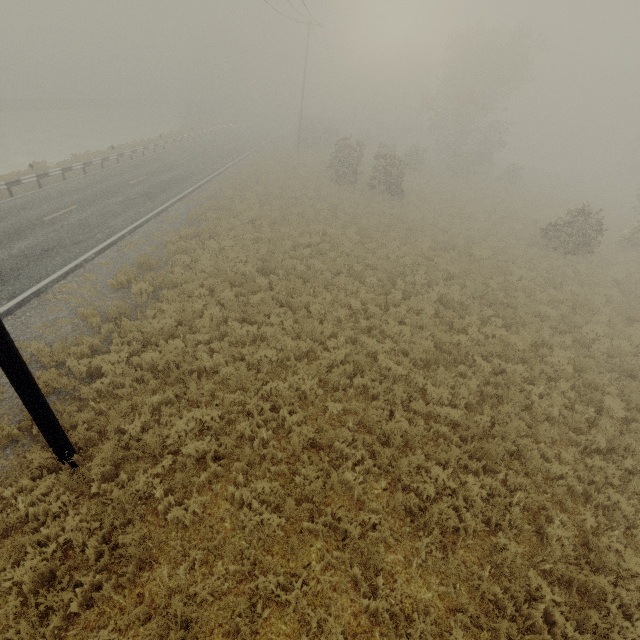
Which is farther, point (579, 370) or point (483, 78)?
point (483, 78)
